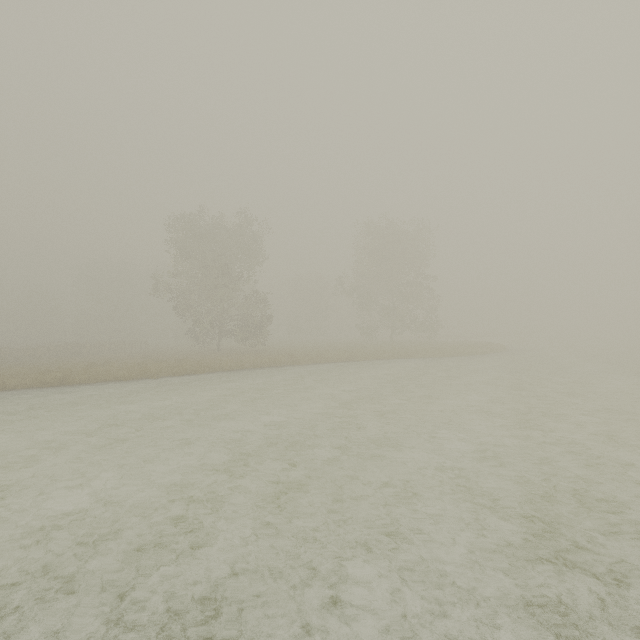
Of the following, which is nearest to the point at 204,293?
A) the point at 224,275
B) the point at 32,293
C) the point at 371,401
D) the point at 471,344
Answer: the point at 224,275
